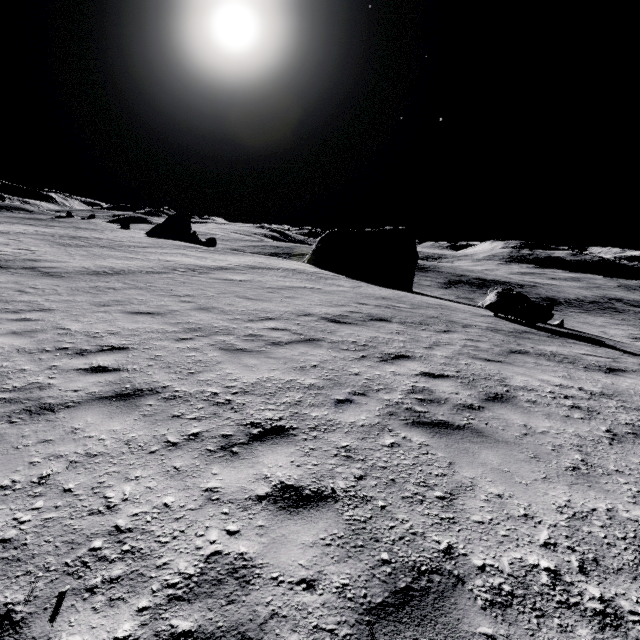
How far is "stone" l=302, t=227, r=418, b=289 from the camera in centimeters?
3231cm

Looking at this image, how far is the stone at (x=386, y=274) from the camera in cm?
3231

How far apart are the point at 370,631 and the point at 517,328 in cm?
1325

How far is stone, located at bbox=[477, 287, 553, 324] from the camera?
14.12m

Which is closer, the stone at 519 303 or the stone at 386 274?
the stone at 519 303

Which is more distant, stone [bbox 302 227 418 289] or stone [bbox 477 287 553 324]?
stone [bbox 302 227 418 289]
